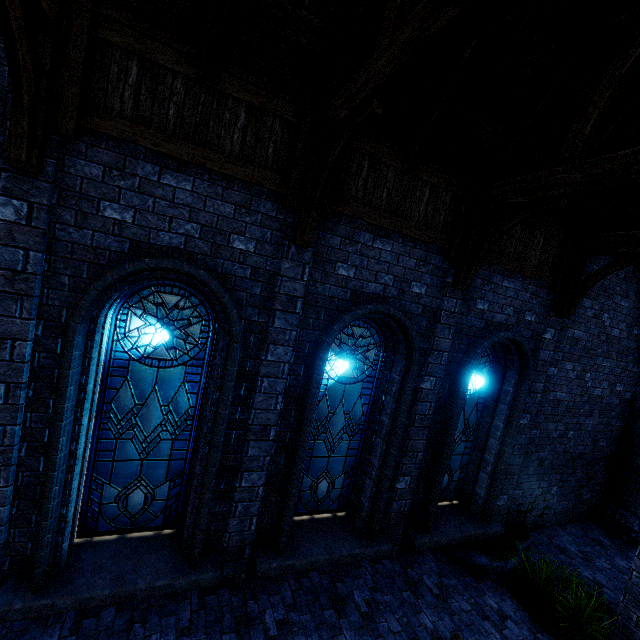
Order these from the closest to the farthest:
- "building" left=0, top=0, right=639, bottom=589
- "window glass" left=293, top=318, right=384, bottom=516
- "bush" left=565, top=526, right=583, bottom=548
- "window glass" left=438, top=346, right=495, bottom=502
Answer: "building" left=0, top=0, right=639, bottom=589
"window glass" left=293, top=318, right=384, bottom=516
"window glass" left=438, top=346, right=495, bottom=502
"bush" left=565, top=526, right=583, bottom=548

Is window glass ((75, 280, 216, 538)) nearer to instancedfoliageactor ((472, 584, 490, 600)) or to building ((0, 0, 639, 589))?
building ((0, 0, 639, 589))

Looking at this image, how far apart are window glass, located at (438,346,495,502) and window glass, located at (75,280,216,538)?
4.52m

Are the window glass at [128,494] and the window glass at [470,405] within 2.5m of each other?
no

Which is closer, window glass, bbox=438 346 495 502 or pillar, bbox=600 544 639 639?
pillar, bbox=600 544 639 639

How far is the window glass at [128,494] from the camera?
4.3 meters

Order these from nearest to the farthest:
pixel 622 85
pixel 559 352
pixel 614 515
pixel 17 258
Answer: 1. pixel 17 258
2. pixel 622 85
3. pixel 559 352
4. pixel 614 515

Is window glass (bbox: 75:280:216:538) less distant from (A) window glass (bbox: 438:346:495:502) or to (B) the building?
(B) the building
